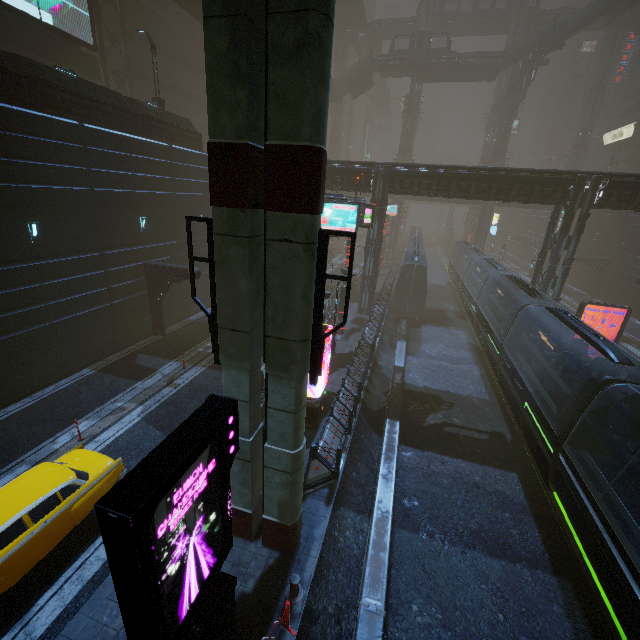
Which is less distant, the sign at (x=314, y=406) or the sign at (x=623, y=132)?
the sign at (x=314, y=406)

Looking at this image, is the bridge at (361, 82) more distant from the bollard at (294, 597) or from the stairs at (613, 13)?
the bollard at (294, 597)

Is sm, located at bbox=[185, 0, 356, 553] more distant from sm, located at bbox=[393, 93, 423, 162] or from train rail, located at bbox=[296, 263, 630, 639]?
sm, located at bbox=[393, 93, 423, 162]

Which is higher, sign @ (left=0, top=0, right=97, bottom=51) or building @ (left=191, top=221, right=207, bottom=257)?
sign @ (left=0, top=0, right=97, bottom=51)

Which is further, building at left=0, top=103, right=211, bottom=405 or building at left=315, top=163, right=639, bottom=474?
building at left=315, top=163, right=639, bottom=474

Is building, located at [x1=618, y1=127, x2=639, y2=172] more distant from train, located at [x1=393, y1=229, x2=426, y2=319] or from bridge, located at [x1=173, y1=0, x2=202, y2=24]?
bridge, located at [x1=173, y1=0, x2=202, y2=24]

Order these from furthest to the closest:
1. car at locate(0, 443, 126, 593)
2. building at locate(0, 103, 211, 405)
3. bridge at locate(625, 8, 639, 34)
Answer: bridge at locate(625, 8, 639, 34) < building at locate(0, 103, 211, 405) < car at locate(0, 443, 126, 593)

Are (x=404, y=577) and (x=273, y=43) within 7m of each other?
no
